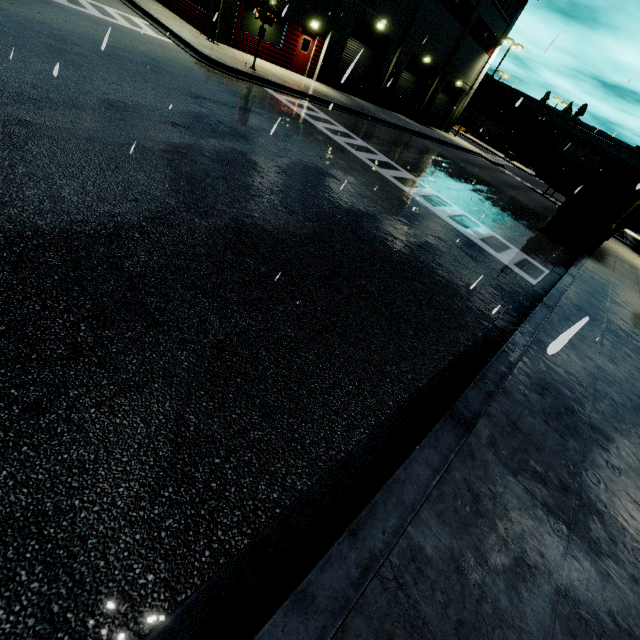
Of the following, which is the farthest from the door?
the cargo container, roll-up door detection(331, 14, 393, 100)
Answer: the cargo container

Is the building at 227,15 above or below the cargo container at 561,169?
below

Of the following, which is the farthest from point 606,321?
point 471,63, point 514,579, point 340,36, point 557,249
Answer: point 471,63

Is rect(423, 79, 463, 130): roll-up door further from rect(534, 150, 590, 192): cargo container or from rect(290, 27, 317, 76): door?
rect(290, 27, 317, 76): door

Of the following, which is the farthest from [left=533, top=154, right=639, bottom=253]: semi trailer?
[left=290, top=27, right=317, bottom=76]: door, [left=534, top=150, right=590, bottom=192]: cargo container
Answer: [left=290, top=27, right=317, bottom=76]: door

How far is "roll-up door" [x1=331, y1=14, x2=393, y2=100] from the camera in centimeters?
2325cm
